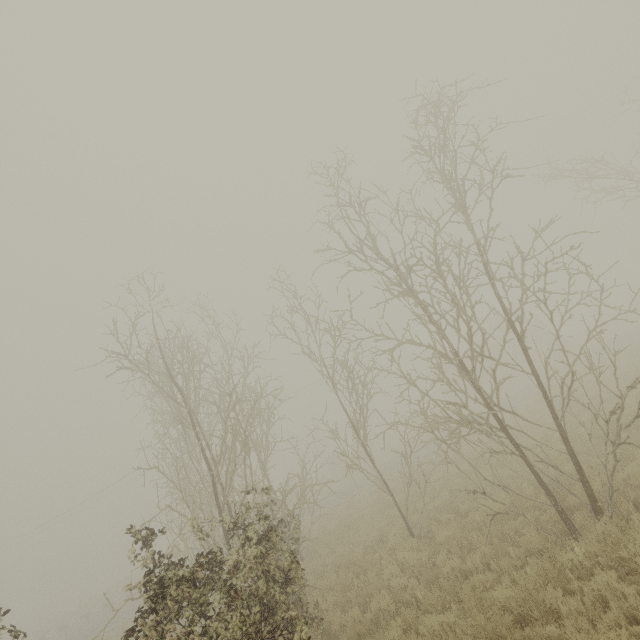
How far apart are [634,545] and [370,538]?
8.11m
